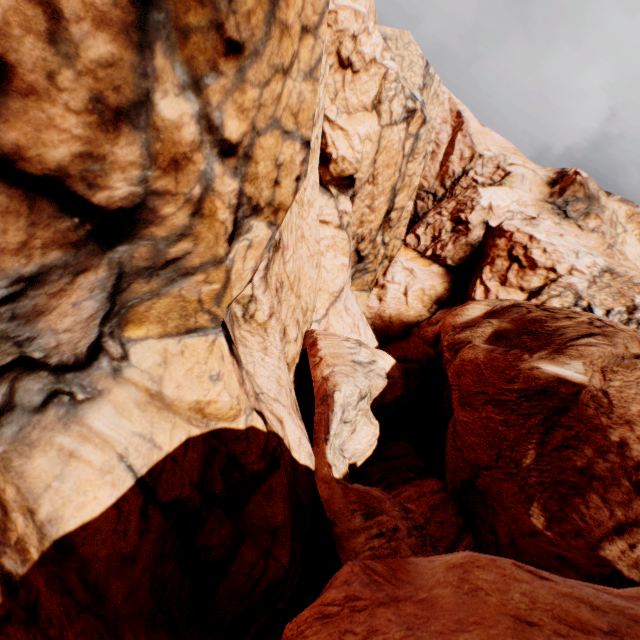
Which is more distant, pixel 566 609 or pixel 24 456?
pixel 24 456
